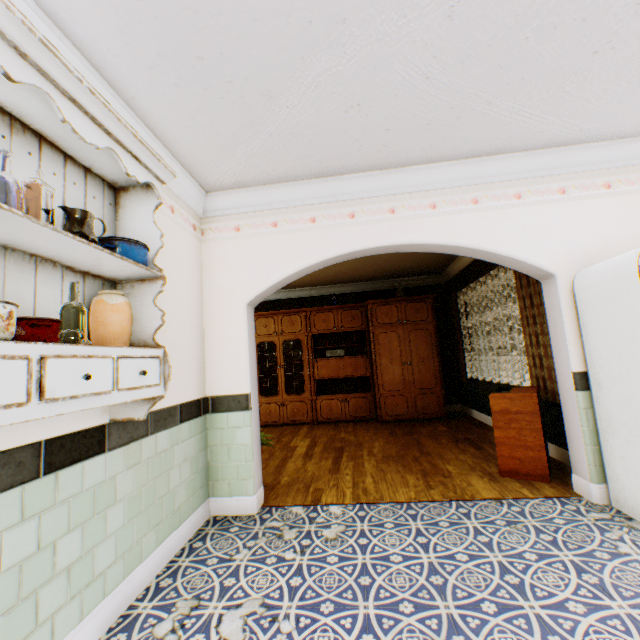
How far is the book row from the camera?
7.2m

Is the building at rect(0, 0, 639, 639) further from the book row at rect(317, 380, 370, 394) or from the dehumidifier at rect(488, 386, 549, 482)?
the book row at rect(317, 380, 370, 394)

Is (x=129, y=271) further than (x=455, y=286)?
No

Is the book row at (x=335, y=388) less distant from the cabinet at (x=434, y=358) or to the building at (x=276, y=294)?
the cabinet at (x=434, y=358)

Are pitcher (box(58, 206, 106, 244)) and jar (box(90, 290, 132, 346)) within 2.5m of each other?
yes

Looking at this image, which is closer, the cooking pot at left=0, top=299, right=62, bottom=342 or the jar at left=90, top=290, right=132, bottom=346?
the cooking pot at left=0, top=299, right=62, bottom=342

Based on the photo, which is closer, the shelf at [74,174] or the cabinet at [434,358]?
the shelf at [74,174]

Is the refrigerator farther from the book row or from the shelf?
the book row
